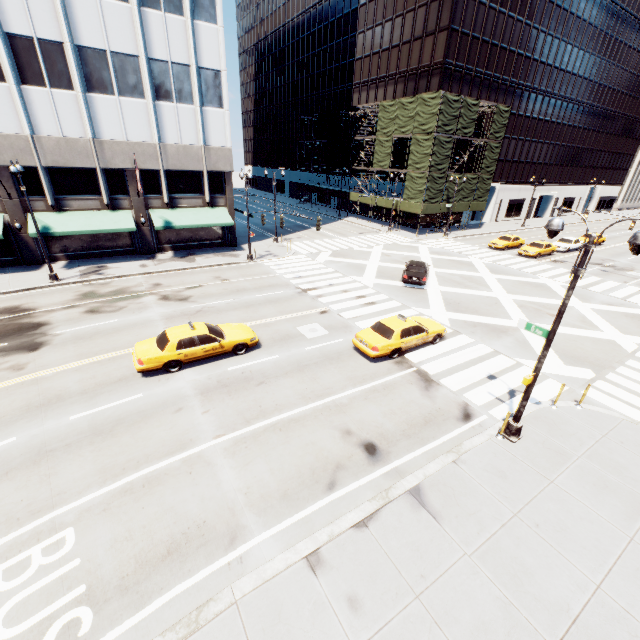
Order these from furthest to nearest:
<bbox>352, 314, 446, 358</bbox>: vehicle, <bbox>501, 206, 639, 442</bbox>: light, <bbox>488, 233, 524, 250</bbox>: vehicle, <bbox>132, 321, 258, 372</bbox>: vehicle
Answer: <bbox>488, 233, 524, 250</bbox>: vehicle → <bbox>352, 314, 446, 358</bbox>: vehicle → <bbox>132, 321, 258, 372</bbox>: vehicle → <bbox>501, 206, 639, 442</bbox>: light

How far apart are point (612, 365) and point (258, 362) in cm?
1732

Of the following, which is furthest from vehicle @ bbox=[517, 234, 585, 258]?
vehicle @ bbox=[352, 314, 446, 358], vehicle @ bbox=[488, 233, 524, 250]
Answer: vehicle @ bbox=[352, 314, 446, 358]

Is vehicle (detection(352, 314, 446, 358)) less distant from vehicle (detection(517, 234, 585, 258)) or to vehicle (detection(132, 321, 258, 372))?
vehicle (detection(132, 321, 258, 372))

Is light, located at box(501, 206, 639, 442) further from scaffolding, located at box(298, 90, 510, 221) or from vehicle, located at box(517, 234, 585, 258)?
scaffolding, located at box(298, 90, 510, 221)

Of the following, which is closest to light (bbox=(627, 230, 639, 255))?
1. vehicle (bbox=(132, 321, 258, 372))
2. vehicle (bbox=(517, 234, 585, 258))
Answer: vehicle (bbox=(132, 321, 258, 372))

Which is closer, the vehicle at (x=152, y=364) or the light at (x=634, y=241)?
the light at (x=634, y=241)

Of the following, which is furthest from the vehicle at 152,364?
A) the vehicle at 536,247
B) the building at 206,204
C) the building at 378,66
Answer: the building at 378,66
